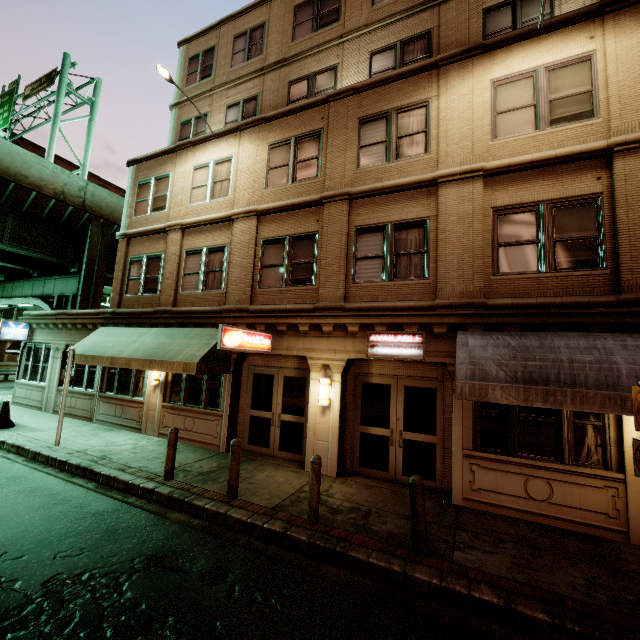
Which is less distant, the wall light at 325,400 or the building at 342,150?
the building at 342,150

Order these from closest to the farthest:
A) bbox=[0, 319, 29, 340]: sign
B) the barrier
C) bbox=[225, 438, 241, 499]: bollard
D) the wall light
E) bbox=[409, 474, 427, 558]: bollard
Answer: bbox=[409, 474, 427, 558]: bollard → bbox=[225, 438, 241, 499]: bollard → the wall light → the barrier → bbox=[0, 319, 29, 340]: sign

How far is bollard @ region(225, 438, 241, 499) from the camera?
7.00m

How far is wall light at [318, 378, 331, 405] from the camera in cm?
900

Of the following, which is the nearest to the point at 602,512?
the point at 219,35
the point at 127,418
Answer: the point at 127,418

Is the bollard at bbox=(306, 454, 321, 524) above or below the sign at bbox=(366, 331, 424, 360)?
below

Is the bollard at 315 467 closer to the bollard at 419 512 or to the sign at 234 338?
the bollard at 419 512

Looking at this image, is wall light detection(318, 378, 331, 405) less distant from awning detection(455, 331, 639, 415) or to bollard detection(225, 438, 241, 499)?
bollard detection(225, 438, 241, 499)
